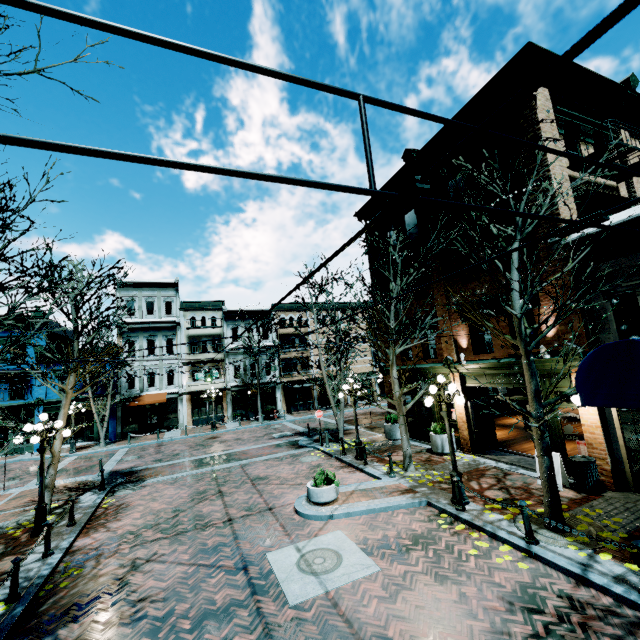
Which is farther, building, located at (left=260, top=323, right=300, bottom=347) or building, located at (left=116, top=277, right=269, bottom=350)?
building, located at (left=260, top=323, right=300, bottom=347)

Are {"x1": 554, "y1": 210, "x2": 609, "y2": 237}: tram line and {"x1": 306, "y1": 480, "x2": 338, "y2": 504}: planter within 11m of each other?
yes

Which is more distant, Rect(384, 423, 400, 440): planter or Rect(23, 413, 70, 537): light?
Rect(384, 423, 400, 440): planter

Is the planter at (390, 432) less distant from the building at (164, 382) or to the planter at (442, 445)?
the planter at (442, 445)

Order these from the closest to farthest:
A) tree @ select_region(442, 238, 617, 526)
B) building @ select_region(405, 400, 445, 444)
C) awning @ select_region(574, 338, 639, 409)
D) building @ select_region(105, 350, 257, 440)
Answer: awning @ select_region(574, 338, 639, 409) → tree @ select_region(442, 238, 617, 526) → building @ select_region(405, 400, 445, 444) → building @ select_region(105, 350, 257, 440)

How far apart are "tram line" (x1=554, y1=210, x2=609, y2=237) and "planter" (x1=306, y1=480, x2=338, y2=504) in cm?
1009

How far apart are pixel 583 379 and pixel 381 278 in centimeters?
1345cm

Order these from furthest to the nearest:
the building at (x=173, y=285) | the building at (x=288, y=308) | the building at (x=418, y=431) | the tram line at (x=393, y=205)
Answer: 1. the building at (x=288, y=308)
2. the building at (x=173, y=285)
3. the building at (x=418, y=431)
4. the tram line at (x=393, y=205)
